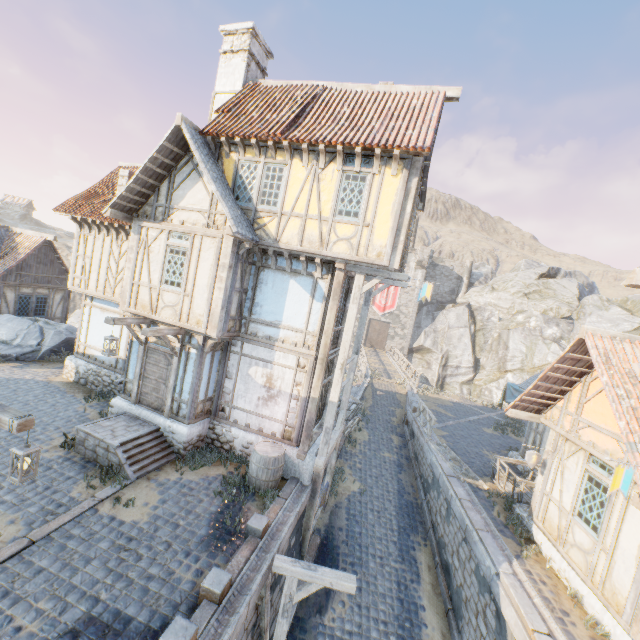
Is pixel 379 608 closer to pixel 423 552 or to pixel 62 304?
pixel 423 552

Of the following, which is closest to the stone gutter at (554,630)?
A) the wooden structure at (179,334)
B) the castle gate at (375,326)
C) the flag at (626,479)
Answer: the flag at (626,479)

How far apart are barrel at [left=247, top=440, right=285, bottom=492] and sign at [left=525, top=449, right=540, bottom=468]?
7.2m

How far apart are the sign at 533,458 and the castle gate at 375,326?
34.37m

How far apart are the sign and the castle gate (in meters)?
34.37

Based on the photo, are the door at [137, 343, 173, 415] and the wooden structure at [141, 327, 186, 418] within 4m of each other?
yes

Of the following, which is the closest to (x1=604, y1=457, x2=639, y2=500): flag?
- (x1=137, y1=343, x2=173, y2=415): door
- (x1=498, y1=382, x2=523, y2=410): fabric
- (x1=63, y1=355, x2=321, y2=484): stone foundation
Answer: (x1=63, y1=355, x2=321, y2=484): stone foundation

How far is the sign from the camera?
9.57m
